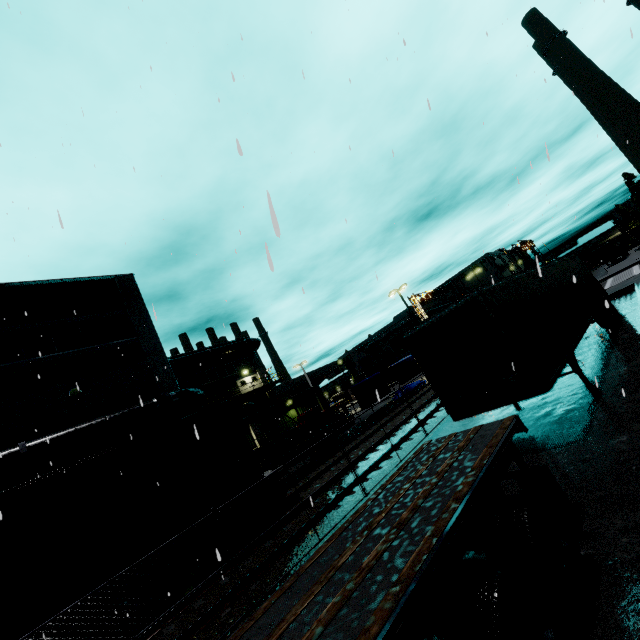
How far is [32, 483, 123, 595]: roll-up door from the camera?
12.16m

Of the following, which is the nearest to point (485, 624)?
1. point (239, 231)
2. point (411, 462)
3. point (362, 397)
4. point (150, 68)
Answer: point (411, 462)

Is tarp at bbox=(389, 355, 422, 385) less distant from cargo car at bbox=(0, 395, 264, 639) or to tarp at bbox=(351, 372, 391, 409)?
tarp at bbox=(351, 372, 391, 409)

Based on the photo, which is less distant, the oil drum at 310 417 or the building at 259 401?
the oil drum at 310 417

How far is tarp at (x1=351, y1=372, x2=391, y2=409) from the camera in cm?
2459

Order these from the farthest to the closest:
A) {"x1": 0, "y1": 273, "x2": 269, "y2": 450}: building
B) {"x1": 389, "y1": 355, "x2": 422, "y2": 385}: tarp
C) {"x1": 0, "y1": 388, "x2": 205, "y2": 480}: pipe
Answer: {"x1": 389, "y1": 355, "x2": 422, "y2": 385}: tarp, {"x1": 0, "y1": 273, "x2": 269, "y2": 450}: building, {"x1": 0, "y1": 388, "x2": 205, "y2": 480}: pipe

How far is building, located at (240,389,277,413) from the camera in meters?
37.2 m

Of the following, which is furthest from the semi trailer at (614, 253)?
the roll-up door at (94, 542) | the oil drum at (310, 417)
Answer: the roll-up door at (94, 542)
